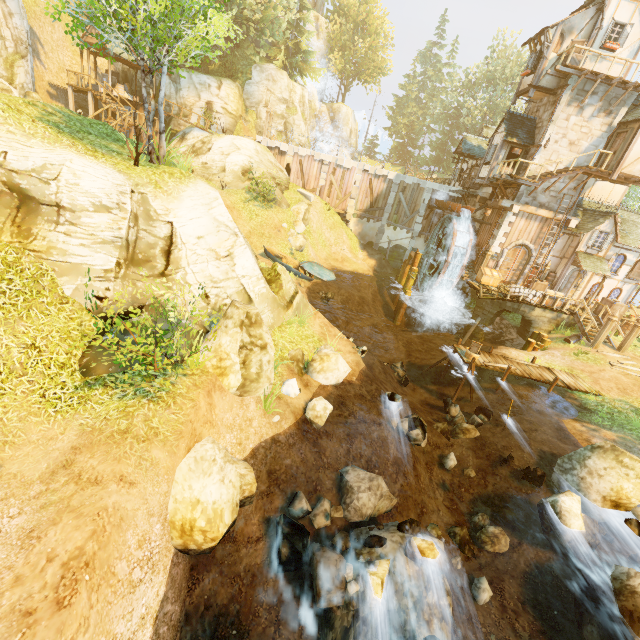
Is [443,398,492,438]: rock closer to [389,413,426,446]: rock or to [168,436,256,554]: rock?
[389,413,426,446]: rock

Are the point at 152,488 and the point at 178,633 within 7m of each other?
yes

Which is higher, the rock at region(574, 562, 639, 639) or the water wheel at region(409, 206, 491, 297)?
the water wheel at region(409, 206, 491, 297)

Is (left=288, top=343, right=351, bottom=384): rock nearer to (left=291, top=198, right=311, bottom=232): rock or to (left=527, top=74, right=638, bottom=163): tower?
(left=291, top=198, right=311, bottom=232): rock

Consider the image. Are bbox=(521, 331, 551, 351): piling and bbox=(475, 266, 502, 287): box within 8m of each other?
yes

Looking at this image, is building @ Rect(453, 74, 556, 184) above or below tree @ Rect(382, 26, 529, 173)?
below

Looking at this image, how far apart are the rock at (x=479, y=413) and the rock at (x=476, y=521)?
2.66m

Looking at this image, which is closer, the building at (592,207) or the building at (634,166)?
the building at (634,166)
